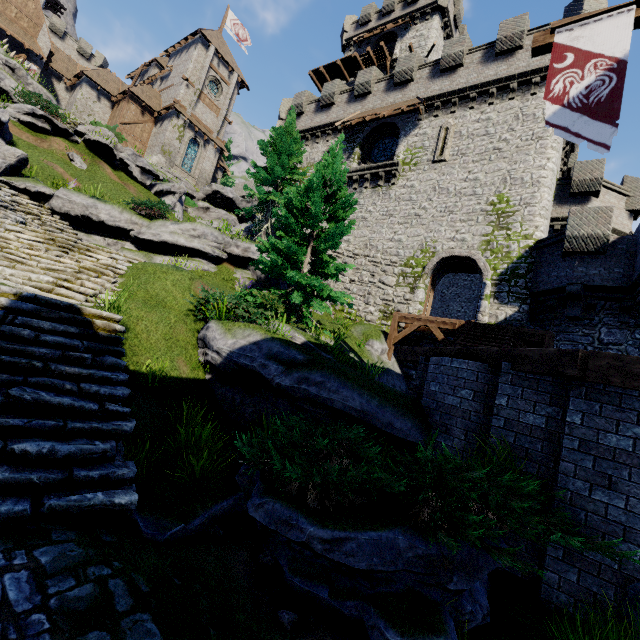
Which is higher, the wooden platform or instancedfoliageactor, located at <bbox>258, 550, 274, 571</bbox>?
the wooden platform

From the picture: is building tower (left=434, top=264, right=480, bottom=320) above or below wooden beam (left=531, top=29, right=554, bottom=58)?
above

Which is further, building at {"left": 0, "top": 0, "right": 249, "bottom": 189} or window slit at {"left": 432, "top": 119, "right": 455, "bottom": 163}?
building at {"left": 0, "top": 0, "right": 249, "bottom": 189}

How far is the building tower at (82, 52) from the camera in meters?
39.2

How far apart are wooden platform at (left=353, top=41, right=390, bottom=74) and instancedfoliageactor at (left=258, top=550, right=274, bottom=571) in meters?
37.1

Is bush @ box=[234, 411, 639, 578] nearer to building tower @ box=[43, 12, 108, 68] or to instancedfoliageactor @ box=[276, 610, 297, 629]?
instancedfoliageactor @ box=[276, 610, 297, 629]

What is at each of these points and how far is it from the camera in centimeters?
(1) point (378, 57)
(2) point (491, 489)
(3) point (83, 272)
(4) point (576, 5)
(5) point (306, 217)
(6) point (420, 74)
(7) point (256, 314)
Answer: (1) wooden platform, 2966cm
(2) bush, 389cm
(3) stairs, 927cm
(4) building tower, 1602cm
(5) tree, 1139cm
(6) building tower, 2055cm
(7) bush, 954cm

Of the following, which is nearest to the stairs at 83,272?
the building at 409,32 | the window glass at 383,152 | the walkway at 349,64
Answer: Result: the window glass at 383,152
